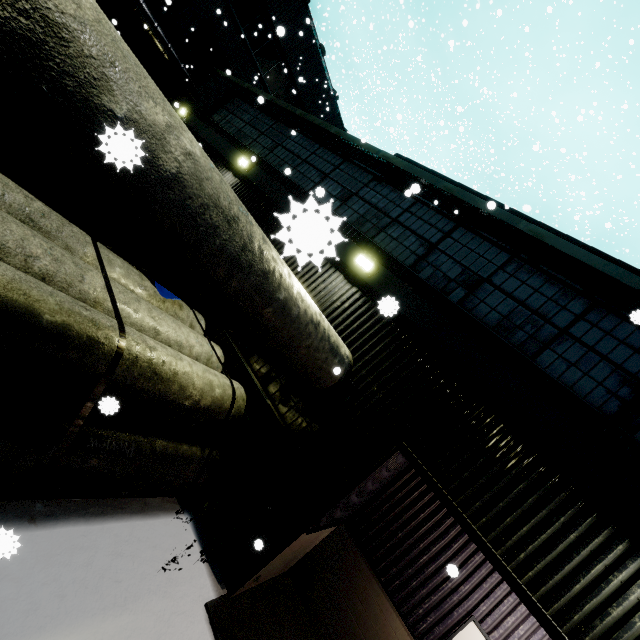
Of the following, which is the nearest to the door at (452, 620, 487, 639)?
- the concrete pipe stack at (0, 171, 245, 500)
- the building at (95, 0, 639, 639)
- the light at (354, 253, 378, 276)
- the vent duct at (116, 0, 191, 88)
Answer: the building at (95, 0, 639, 639)

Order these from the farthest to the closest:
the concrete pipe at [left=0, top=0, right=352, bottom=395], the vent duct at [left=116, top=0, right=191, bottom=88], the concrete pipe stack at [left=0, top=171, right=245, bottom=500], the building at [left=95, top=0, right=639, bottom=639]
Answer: the vent duct at [left=116, top=0, right=191, bottom=88] → the building at [left=95, top=0, right=639, bottom=639] → the concrete pipe stack at [left=0, top=171, right=245, bottom=500] → the concrete pipe at [left=0, top=0, right=352, bottom=395]

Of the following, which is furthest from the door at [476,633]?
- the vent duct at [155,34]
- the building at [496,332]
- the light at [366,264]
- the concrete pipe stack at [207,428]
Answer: the vent duct at [155,34]

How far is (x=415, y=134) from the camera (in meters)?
28.88

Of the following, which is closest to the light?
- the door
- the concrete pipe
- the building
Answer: the building

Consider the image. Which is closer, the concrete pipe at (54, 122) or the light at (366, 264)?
the concrete pipe at (54, 122)

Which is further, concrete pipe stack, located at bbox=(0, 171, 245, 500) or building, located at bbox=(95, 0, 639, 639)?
building, located at bbox=(95, 0, 639, 639)

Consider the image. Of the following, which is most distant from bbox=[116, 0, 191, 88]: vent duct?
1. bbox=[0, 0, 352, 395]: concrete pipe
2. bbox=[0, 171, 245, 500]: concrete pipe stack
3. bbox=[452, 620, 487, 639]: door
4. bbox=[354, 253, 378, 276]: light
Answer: bbox=[452, 620, 487, 639]: door
